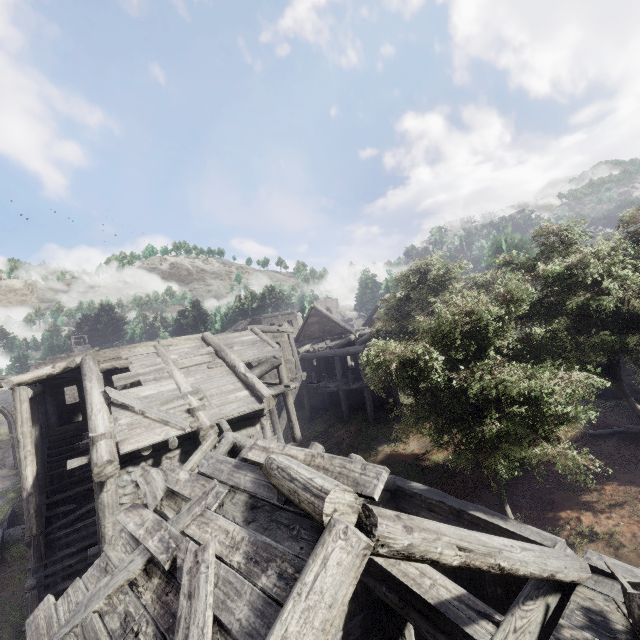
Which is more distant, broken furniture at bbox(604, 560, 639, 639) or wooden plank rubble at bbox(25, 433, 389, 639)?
broken furniture at bbox(604, 560, 639, 639)

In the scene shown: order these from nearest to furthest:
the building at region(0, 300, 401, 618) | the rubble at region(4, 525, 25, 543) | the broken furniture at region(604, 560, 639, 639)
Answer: the broken furniture at region(604, 560, 639, 639) < the building at region(0, 300, 401, 618) < the rubble at region(4, 525, 25, 543)

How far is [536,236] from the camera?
11.66m

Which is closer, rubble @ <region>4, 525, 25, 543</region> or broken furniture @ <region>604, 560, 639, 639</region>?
broken furniture @ <region>604, 560, 639, 639</region>

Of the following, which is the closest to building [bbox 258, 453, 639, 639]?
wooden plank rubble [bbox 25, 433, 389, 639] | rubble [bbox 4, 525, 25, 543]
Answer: wooden plank rubble [bbox 25, 433, 389, 639]

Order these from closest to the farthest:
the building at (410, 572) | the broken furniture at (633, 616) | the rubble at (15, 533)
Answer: the building at (410, 572) → the broken furniture at (633, 616) → the rubble at (15, 533)

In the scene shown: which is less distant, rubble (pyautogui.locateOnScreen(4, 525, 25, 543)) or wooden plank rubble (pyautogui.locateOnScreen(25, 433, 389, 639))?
wooden plank rubble (pyautogui.locateOnScreen(25, 433, 389, 639))

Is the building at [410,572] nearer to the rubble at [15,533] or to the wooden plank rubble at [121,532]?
the wooden plank rubble at [121,532]
